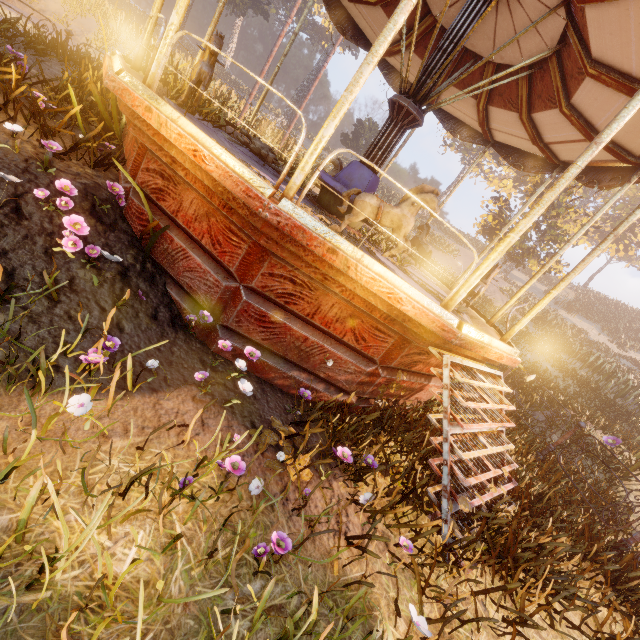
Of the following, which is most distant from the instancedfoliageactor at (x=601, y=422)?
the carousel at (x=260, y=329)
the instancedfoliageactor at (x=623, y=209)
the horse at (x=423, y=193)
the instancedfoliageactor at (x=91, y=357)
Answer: the instancedfoliageactor at (x=91, y=357)

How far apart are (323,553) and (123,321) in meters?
2.6 m

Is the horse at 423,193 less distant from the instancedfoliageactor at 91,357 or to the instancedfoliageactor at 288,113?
the instancedfoliageactor at 288,113

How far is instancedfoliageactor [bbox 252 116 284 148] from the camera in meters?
13.2

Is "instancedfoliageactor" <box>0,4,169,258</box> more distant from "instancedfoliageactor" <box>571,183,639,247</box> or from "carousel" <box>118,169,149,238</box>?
"instancedfoliageactor" <box>571,183,639,247</box>
